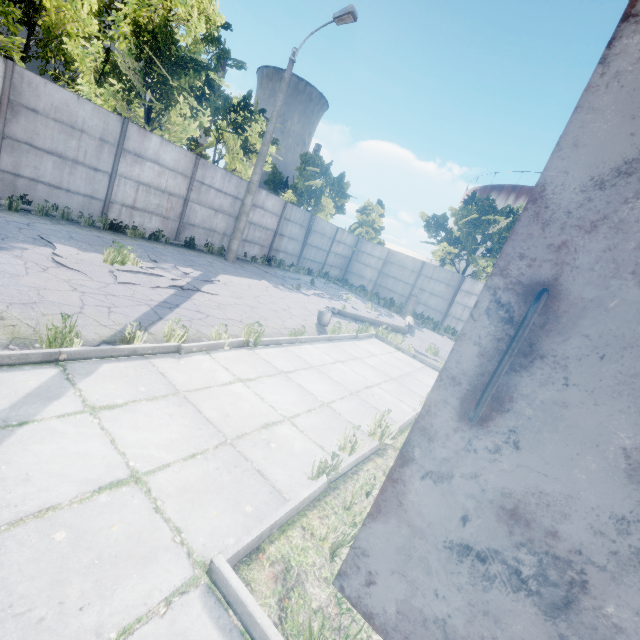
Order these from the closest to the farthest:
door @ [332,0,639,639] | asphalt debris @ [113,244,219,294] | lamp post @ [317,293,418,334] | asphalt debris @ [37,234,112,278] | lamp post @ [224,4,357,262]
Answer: door @ [332,0,639,639], asphalt debris @ [37,234,112,278], asphalt debris @ [113,244,219,294], lamp post @ [317,293,418,334], lamp post @ [224,4,357,262]

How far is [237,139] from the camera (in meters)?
21.11

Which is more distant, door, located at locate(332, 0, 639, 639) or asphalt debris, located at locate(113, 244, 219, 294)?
asphalt debris, located at locate(113, 244, 219, 294)

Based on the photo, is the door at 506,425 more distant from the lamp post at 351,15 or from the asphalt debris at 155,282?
the lamp post at 351,15

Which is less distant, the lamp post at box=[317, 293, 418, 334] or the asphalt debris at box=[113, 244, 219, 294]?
the asphalt debris at box=[113, 244, 219, 294]

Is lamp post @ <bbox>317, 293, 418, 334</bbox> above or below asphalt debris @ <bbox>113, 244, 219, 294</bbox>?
above

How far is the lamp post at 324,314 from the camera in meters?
9.4 m
